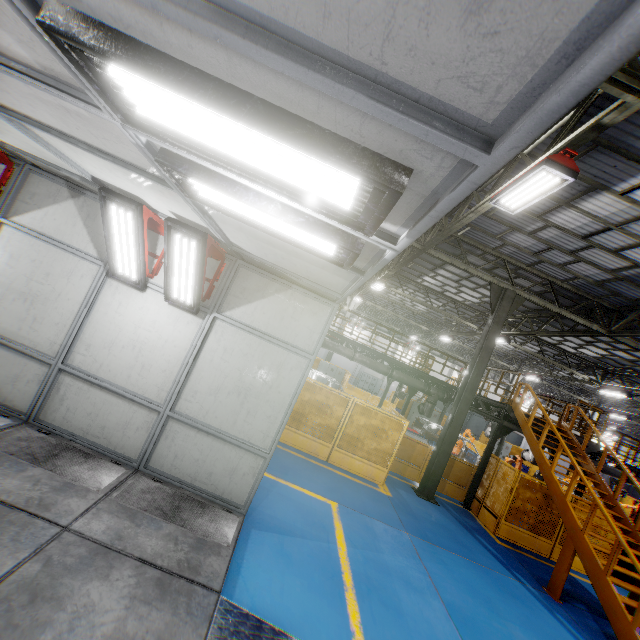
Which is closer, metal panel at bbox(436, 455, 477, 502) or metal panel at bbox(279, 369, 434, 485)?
metal panel at bbox(279, 369, 434, 485)

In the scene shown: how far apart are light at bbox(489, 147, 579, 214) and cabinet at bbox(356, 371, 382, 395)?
35.4 meters

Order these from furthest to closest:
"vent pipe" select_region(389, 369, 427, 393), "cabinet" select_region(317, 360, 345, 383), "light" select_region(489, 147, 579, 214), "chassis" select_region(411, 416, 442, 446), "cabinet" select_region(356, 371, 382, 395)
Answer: "cabinet" select_region(356, 371, 382, 395), "cabinet" select_region(317, 360, 345, 383), "chassis" select_region(411, 416, 442, 446), "vent pipe" select_region(389, 369, 427, 393), "light" select_region(489, 147, 579, 214)

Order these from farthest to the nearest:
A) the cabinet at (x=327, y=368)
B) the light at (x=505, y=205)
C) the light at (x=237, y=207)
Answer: the cabinet at (x=327, y=368) → the light at (x=505, y=205) → the light at (x=237, y=207)

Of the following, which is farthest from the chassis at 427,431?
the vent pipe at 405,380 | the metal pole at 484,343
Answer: the metal pole at 484,343

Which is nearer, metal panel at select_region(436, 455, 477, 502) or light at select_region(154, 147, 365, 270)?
light at select_region(154, 147, 365, 270)

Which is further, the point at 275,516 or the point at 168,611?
the point at 275,516

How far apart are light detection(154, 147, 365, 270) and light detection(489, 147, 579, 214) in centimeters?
472cm
